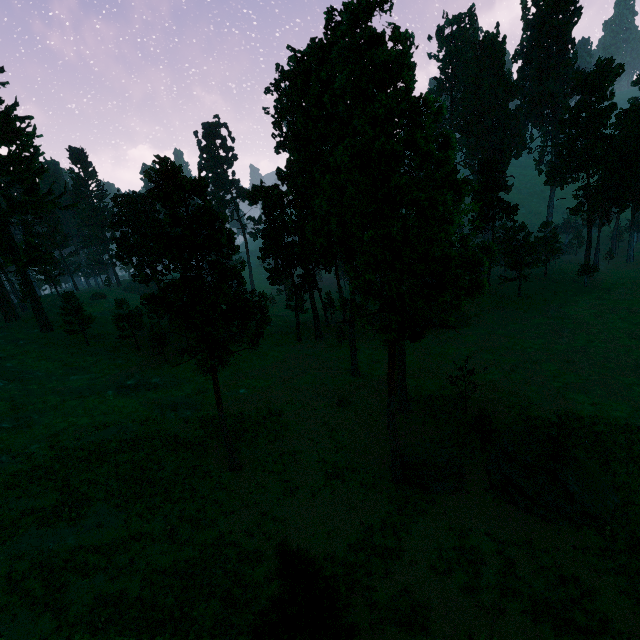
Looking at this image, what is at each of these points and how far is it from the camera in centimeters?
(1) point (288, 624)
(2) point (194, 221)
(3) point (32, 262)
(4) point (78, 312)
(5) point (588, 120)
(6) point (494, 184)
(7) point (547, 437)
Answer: (1) treerock, 1153cm
(2) treerock, 2005cm
(3) treerock, 4678cm
(4) treerock, 4831cm
(5) treerock, 5669cm
(6) treerock, 5709cm
(7) treerock, 2262cm

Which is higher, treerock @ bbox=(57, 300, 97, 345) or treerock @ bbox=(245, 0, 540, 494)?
treerock @ bbox=(57, 300, 97, 345)

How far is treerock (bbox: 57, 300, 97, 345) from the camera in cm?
4784

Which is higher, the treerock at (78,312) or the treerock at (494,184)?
the treerock at (78,312)

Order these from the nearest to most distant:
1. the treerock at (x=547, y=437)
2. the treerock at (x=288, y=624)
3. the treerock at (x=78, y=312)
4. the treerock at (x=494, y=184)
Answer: the treerock at (x=288, y=624) → the treerock at (x=494, y=184) → the treerock at (x=547, y=437) → the treerock at (x=78, y=312)

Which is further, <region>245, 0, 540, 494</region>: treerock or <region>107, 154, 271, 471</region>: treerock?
<region>107, 154, 271, 471</region>: treerock
